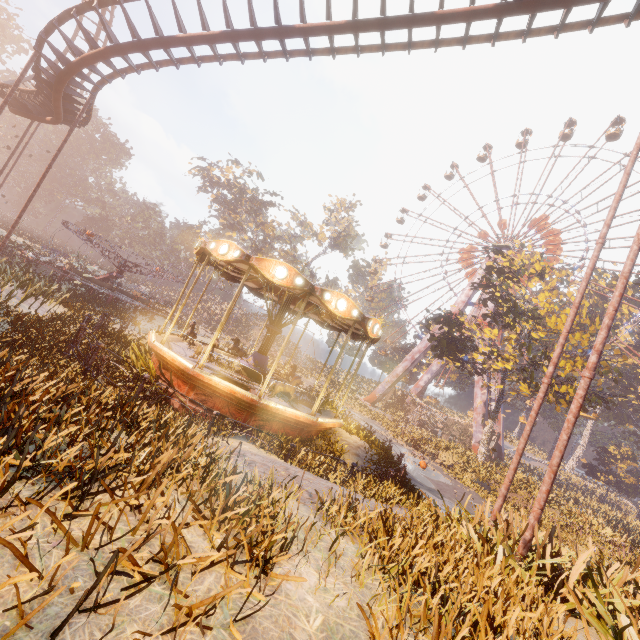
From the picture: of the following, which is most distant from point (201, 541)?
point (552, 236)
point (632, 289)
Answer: point (632, 289)

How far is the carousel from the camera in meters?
9.1

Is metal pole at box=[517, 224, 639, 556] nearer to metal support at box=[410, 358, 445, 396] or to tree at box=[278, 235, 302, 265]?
metal support at box=[410, 358, 445, 396]

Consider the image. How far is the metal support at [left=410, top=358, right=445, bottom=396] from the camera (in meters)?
48.12

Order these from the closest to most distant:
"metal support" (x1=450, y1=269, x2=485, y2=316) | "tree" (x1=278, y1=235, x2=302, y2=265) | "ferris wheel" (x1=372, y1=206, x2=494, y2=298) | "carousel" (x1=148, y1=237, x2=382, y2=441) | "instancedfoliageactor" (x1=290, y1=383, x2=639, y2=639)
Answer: "instancedfoliageactor" (x1=290, y1=383, x2=639, y2=639) → "carousel" (x1=148, y1=237, x2=382, y2=441) → "metal support" (x1=450, y1=269, x2=485, y2=316) → "ferris wheel" (x1=372, y1=206, x2=494, y2=298) → "tree" (x1=278, y1=235, x2=302, y2=265)

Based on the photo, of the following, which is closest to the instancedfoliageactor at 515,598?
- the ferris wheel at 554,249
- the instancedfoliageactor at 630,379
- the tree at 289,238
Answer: the ferris wheel at 554,249

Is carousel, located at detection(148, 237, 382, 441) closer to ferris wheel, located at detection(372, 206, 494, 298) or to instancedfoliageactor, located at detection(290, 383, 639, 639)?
instancedfoliageactor, located at detection(290, 383, 639, 639)

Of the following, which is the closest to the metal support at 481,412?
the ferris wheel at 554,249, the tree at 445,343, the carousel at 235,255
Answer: the ferris wheel at 554,249
